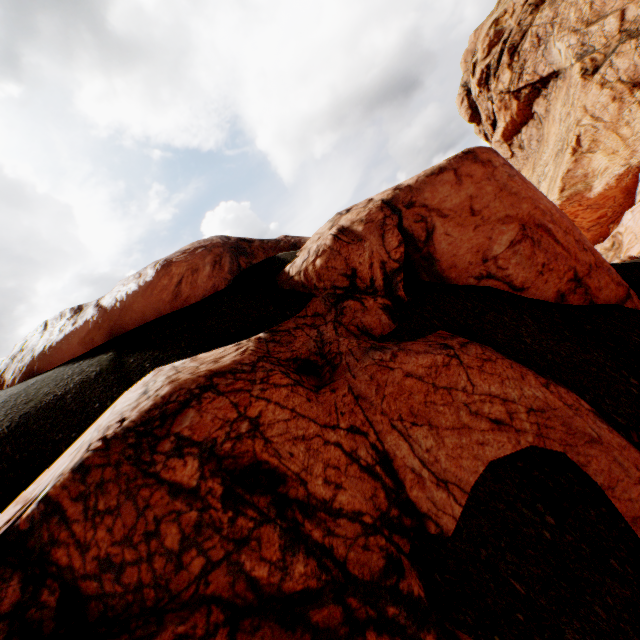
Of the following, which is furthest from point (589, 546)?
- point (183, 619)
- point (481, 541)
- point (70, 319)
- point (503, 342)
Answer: point (70, 319)
